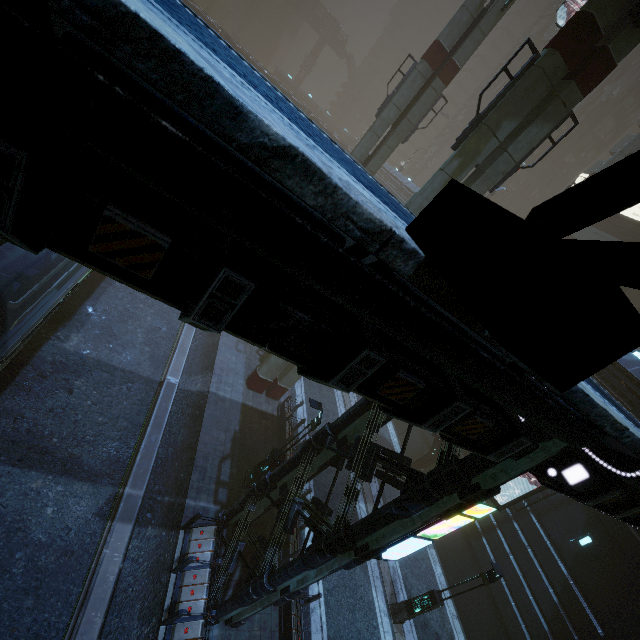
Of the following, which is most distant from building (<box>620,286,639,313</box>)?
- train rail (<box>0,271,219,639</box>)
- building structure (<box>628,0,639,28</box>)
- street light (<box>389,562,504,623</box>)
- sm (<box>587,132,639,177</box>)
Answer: building structure (<box>628,0,639,28</box>)

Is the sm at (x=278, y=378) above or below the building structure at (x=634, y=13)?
below

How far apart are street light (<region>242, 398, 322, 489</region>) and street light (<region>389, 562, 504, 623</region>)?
7.6 meters

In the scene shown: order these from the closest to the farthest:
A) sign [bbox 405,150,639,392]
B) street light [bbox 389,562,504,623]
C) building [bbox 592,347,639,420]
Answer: sign [bbox 405,150,639,392]
street light [bbox 389,562,504,623]
building [bbox 592,347,639,420]

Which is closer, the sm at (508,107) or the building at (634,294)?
the sm at (508,107)

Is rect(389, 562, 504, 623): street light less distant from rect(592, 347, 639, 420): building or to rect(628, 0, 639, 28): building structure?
rect(592, 347, 639, 420): building

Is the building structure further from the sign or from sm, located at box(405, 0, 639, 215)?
the sign

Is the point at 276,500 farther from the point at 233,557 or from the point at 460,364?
the point at 460,364
